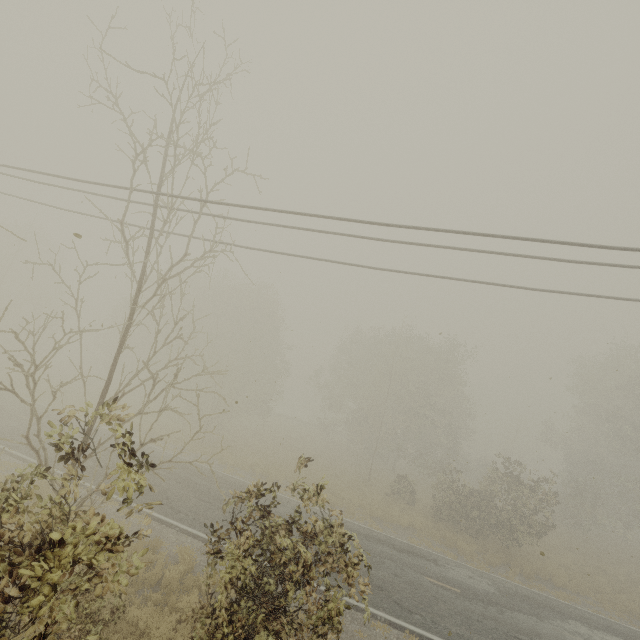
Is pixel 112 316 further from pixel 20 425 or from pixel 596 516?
pixel 596 516
